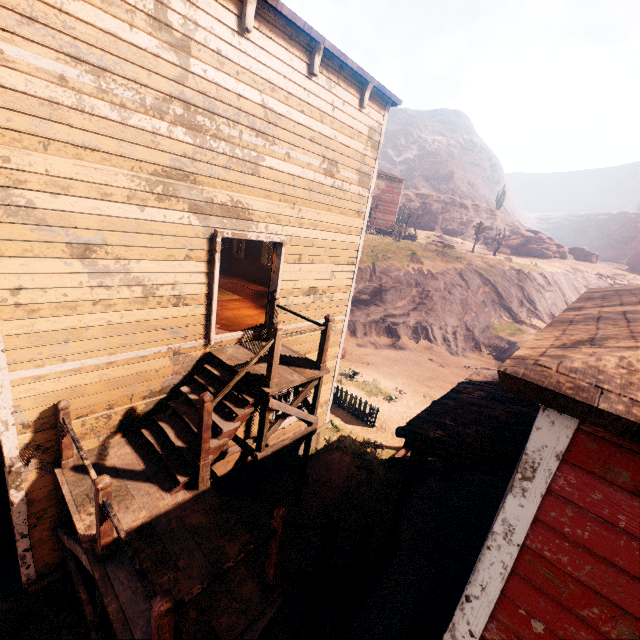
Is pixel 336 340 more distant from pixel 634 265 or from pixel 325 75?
pixel 634 265

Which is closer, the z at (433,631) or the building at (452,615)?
the building at (452,615)

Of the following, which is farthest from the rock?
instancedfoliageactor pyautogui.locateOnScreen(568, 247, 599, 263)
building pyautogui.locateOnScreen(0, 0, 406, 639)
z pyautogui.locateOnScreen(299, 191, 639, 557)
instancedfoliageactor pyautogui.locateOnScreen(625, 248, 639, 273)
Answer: building pyautogui.locateOnScreen(0, 0, 406, 639)

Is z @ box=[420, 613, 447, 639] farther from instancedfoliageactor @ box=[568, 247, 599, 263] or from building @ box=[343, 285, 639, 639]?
instancedfoliageactor @ box=[568, 247, 599, 263]

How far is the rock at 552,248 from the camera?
42.2 meters

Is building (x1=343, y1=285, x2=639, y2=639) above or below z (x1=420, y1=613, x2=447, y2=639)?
above

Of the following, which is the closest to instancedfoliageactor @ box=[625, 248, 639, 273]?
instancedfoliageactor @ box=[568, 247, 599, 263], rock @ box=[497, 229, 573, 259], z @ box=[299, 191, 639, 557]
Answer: instancedfoliageactor @ box=[568, 247, 599, 263]
